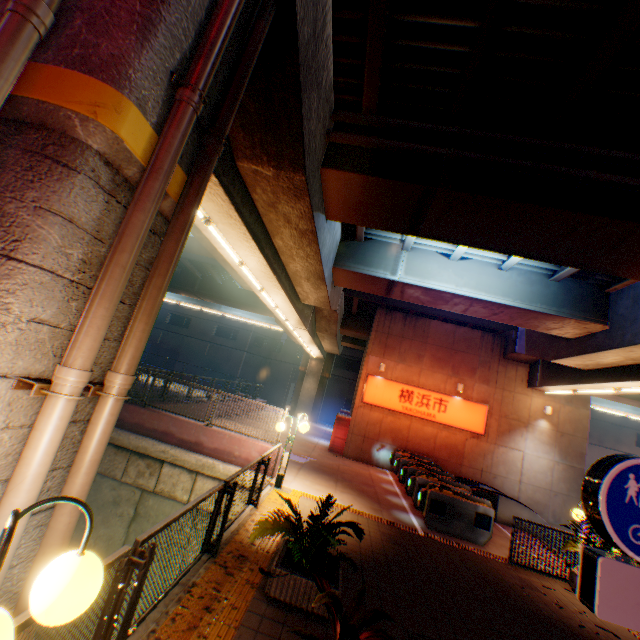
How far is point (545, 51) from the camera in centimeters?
534cm

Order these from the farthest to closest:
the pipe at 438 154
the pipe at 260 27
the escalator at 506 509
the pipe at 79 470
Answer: the escalator at 506 509
the pipe at 438 154
the pipe at 260 27
the pipe at 79 470

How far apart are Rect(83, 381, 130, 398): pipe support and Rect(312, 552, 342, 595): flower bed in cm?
357

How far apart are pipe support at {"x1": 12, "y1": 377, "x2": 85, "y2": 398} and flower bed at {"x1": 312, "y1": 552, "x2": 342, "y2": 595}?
3.9m

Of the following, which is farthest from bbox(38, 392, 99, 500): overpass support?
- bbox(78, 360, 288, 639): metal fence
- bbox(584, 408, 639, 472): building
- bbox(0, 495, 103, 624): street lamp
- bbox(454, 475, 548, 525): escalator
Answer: bbox(584, 408, 639, 472): building

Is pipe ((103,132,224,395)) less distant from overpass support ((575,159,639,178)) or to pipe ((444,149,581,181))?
overpass support ((575,159,639,178))

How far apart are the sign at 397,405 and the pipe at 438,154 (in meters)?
13.43
